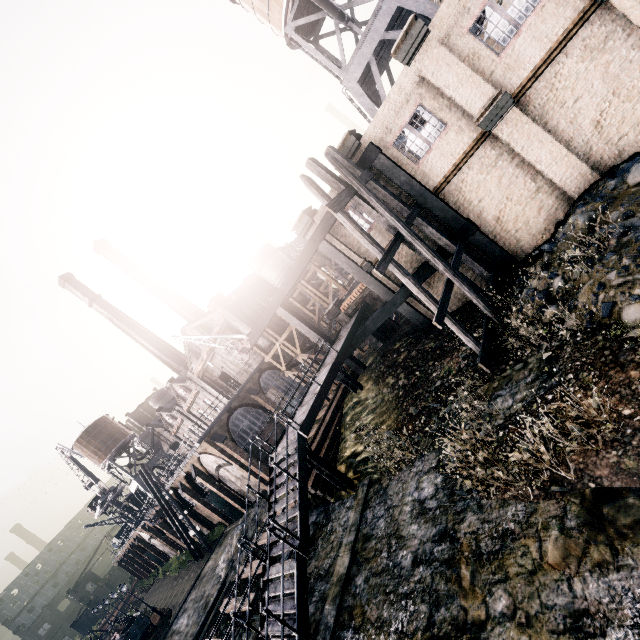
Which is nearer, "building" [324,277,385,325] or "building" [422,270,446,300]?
"building" [422,270,446,300]

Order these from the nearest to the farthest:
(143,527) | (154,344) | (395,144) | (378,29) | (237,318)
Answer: (395,144) → (378,29) → (237,318) → (143,527) → (154,344)

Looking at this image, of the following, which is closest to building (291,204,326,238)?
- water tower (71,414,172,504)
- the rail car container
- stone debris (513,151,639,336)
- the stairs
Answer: stone debris (513,151,639,336)

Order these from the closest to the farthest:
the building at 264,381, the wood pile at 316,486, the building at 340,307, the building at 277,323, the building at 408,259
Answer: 1. the wood pile at 316,486
2. the building at 408,259
3. the building at 340,307
4. the building at 264,381
5. the building at 277,323

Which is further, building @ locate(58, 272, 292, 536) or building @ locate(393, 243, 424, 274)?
building @ locate(58, 272, 292, 536)

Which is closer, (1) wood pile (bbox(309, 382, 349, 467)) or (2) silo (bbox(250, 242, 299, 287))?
(1) wood pile (bbox(309, 382, 349, 467))

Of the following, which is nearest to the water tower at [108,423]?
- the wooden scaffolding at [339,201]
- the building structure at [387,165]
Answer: the building structure at [387,165]

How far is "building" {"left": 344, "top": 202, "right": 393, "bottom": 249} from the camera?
17.77m
